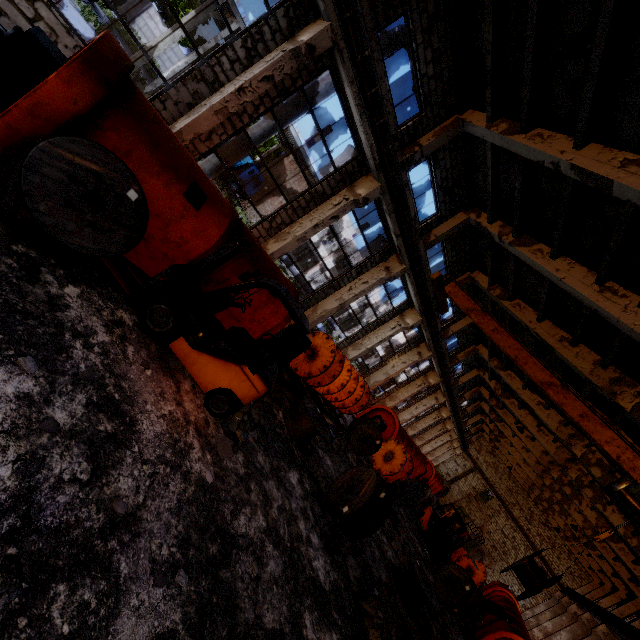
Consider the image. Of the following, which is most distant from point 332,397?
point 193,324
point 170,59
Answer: point 170,59

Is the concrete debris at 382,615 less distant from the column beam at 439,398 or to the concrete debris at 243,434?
the concrete debris at 243,434

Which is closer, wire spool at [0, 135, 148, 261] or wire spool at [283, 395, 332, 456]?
wire spool at [0, 135, 148, 261]

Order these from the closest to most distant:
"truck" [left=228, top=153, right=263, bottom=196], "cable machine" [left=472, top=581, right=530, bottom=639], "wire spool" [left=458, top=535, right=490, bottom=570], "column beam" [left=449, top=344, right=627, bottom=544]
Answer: "cable machine" [left=472, top=581, right=530, bottom=639] < "wire spool" [left=458, top=535, right=490, bottom=570] < "column beam" [left=449, top=344, right=627, bottom=544] < "truck" [left=228, top=153, right=263, bottom=196]

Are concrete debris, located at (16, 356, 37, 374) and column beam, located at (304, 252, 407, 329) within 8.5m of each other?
no

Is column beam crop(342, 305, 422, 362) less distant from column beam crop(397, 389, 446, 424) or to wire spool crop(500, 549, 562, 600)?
wire spool crop(500, 549, 562, 600)

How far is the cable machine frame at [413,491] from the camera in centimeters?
1341cm

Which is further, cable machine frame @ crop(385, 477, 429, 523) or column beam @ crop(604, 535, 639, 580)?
column beam @ crop(604, 535, 639, 580)
